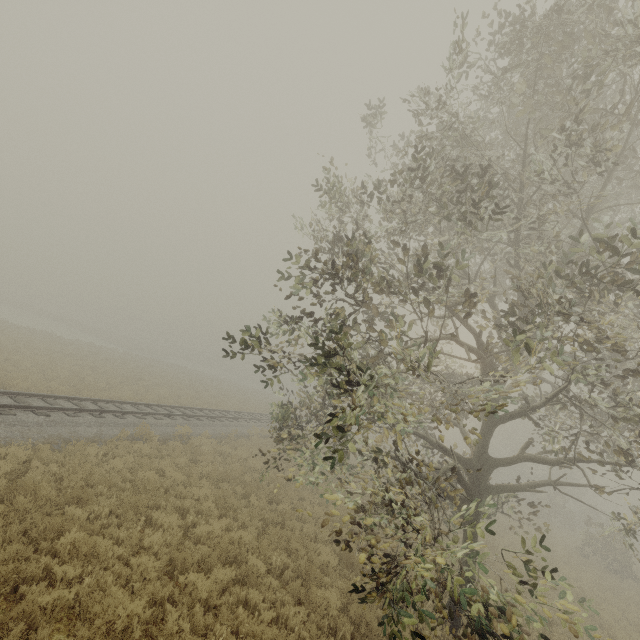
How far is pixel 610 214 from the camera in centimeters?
1136cm
